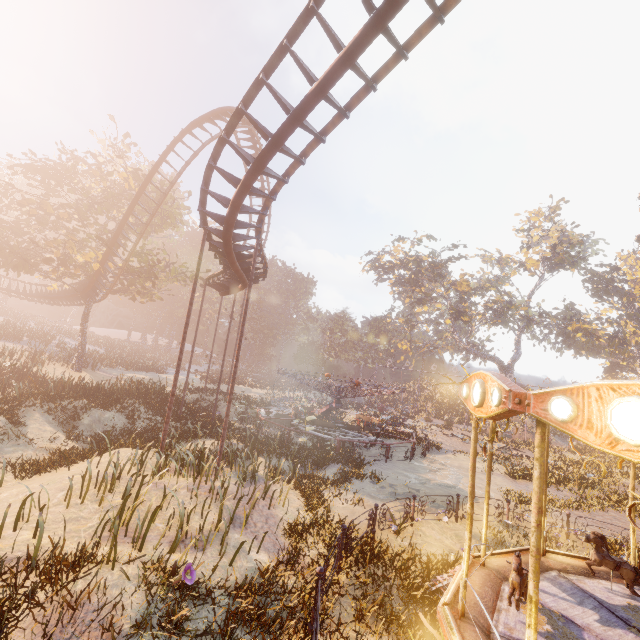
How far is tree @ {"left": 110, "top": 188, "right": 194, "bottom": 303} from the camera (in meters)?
27.16

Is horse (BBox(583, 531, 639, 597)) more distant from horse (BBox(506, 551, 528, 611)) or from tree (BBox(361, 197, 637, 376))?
tree (BBox(361, 197, 637, 376))

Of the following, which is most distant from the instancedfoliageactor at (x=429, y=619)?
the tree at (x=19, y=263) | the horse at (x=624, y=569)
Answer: the tree at (x=19, y=263)

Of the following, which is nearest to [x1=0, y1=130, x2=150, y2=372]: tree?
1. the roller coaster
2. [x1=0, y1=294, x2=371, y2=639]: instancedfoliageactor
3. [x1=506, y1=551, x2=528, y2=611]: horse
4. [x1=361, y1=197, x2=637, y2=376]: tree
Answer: the roller coaster

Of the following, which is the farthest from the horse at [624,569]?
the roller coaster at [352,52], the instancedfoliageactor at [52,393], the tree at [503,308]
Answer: the tree at [503,308]

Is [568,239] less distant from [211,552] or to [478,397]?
[478,397]

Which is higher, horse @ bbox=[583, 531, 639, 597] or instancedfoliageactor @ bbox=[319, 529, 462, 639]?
horse @ bbox=[583, 531, 639, 597]

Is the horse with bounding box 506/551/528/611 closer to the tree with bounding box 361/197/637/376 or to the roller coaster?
the roller coaster
